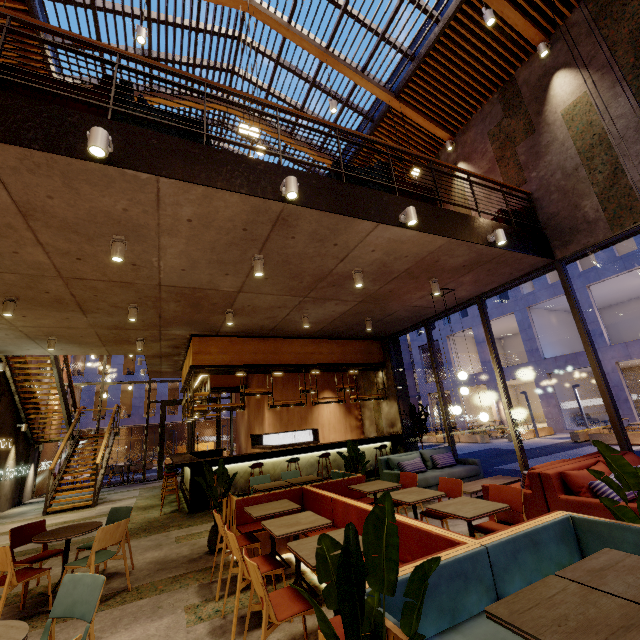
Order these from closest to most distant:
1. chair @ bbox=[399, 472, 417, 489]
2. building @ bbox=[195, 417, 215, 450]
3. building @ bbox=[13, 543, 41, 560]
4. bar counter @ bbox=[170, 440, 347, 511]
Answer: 1. chair @ bbox=[399, 472, 417, 489]
2. building @ bbox=[13, 543, 41, 560]
3. bar counter @ bbox=[170, 440, 347, 511]
4. building @ bbox=[195, 417, 215, 450]

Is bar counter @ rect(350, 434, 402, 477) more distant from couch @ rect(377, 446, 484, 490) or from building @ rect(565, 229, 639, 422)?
building @ rect(565, 229, 639, 422)

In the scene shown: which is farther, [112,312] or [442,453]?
[442,453]

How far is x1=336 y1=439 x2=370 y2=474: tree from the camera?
6.6m

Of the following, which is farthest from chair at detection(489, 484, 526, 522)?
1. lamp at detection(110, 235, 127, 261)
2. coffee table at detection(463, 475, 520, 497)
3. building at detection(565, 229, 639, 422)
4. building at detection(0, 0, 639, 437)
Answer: building at detection(565, 229, 639, 422)

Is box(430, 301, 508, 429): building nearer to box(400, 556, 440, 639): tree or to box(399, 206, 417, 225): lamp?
box(399, 206, 417, 225): lamp

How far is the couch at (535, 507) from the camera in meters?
4.0 m

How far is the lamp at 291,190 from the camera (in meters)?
3.95
